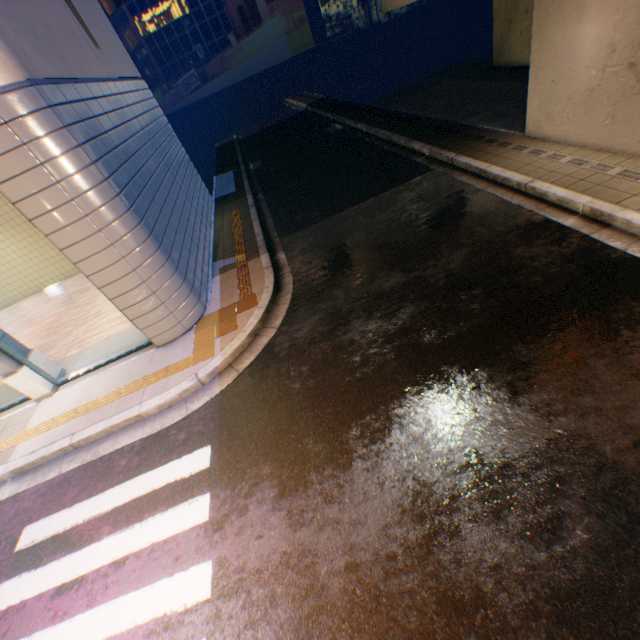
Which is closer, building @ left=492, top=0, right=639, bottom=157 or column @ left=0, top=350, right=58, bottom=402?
building @ left=492, top=0, right=639, bottom=157

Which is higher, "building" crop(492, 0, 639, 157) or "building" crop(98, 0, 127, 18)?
"building" crop(98, 0, 127, 18)

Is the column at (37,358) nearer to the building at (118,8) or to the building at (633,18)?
the building at (633,18)

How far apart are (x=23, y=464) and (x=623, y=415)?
8.9 meters

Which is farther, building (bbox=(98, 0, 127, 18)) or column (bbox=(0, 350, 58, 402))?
building (bbox=(98, 0, 127, 18))

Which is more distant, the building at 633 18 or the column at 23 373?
the column at 23 373

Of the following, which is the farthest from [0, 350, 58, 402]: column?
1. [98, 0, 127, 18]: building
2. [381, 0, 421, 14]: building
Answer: [98, 0, 127, 18]: building
